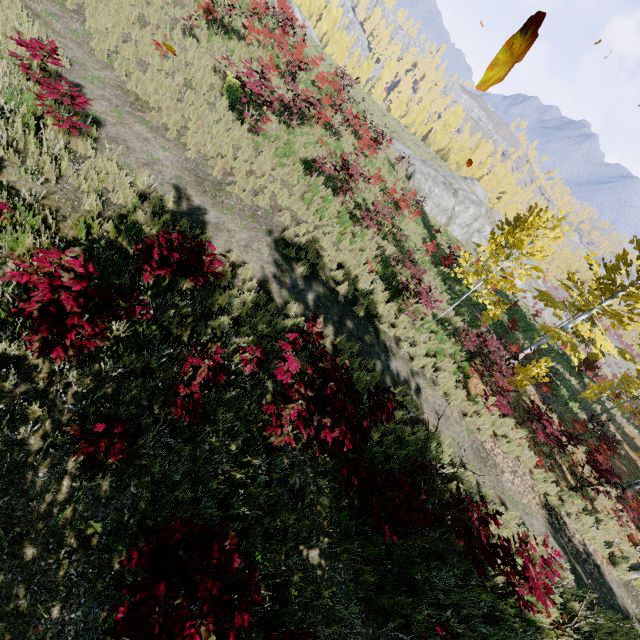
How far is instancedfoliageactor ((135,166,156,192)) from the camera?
6.8 meters

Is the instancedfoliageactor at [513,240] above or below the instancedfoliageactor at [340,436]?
above

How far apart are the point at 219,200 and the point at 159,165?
1.58m

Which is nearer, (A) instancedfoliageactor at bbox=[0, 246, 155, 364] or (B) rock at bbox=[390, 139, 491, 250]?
(A) instancedfoliageactor at bbox=[0, 246, 155, 364]

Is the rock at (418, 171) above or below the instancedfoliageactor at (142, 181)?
above

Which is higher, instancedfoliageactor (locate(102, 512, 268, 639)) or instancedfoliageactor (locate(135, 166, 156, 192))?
instancedfoliageactor (locate(102, 512, 268, 639))

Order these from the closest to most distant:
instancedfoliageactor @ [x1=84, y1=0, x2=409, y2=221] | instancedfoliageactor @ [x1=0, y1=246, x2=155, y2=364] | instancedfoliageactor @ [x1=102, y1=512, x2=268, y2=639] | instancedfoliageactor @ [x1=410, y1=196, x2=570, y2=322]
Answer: instancedfoliageactor @ [x1=102, y1=512, x2=268, y2=639]
instancedfoliageactor @ [x1=0, y1=246, x2=155, y2=364]
instancedfoliageactor @ [x1=84, y1=0, x2=409, y2=221]
instancedfoliageactor @ [x1=410, y1=196, x2=570, y2=322]
